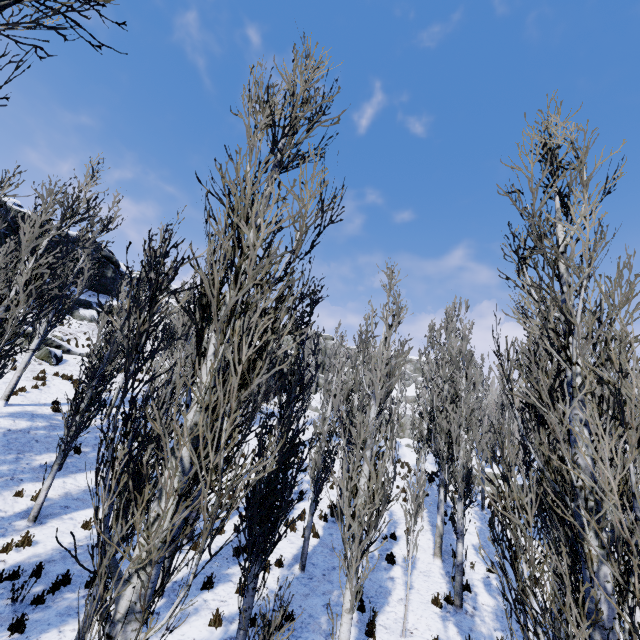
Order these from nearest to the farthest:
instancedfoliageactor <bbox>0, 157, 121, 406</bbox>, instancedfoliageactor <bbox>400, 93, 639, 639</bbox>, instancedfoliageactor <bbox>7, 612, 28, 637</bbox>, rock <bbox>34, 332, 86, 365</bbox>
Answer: instancedfoliageactor <bbox>400, 93, 639, 639</bbox>
instancedfoliageactor <bbox>7, 612, 28, 637</bbox>
instancedfoliageactor <bbox>0, 157, 121, 406</bbox>
rock <bbox>34, 332, 86, 365</bbox>

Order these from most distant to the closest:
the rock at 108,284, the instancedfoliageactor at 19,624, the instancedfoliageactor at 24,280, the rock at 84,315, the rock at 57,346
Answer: the rock at 108,284 < the rock at 84,315 < the rock at 57,346 < the instancedfoliageactor at 24,280 < the instancedfoliageactor at 19,624

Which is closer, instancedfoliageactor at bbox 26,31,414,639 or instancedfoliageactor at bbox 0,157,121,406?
instancedfoliageactor at bbox 26,31,414,639

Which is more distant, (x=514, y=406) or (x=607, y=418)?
(x=607, y=418)

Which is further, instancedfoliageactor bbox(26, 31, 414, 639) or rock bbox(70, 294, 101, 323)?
rock bbox(70, 294, 101, 323)

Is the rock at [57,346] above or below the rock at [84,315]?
below

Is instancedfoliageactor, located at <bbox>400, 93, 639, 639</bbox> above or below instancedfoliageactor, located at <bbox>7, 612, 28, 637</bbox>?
above
